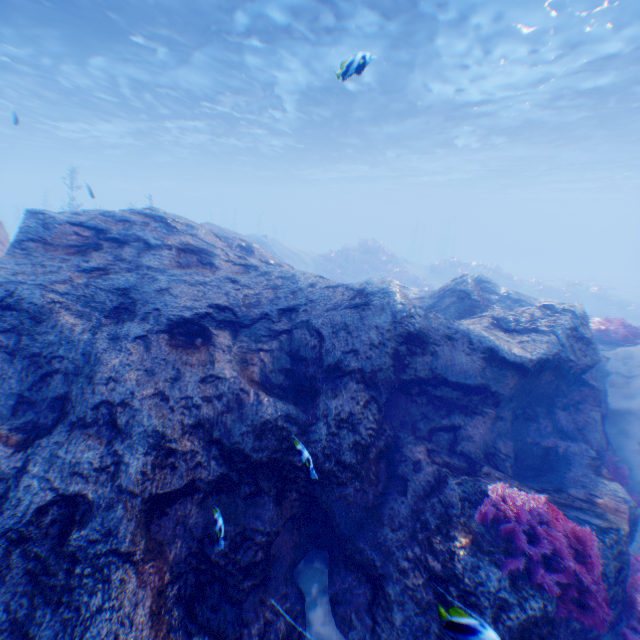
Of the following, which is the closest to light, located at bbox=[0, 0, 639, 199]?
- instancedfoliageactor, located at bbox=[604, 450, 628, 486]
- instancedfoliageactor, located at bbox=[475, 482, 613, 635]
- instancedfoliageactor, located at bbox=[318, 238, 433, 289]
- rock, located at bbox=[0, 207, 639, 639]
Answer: rock, located at bbox=[0, 207, 639, 639]

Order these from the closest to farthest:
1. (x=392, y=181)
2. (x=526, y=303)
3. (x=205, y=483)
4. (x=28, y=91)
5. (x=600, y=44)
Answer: (x=205, y=483), (x=526, y=303), (x=600, y=44), (x=28, y=91), (x=392, y=181)

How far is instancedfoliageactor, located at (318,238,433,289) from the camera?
25.3m

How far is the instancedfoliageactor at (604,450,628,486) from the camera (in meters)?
6.23

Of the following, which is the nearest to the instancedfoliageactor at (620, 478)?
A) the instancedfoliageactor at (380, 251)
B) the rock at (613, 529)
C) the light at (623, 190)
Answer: the rock at (613, 529)

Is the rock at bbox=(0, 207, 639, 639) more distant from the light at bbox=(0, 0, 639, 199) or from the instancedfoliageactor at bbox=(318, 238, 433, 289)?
the instancedfoliageactor at bbox=(318, 238, 433, 289)

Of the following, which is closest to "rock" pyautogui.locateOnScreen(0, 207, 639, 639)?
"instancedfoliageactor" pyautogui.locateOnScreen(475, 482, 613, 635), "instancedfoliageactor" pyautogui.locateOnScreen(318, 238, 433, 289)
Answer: "instancedfoliageactor" pyautogui.locateOnScreen(475, 482, 613, 635)

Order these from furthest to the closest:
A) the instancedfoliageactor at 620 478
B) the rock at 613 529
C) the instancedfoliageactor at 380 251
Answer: the instancedfoliageactor at 380 251
the instancedfoliageactor at 620 478
the rock at 613 529
